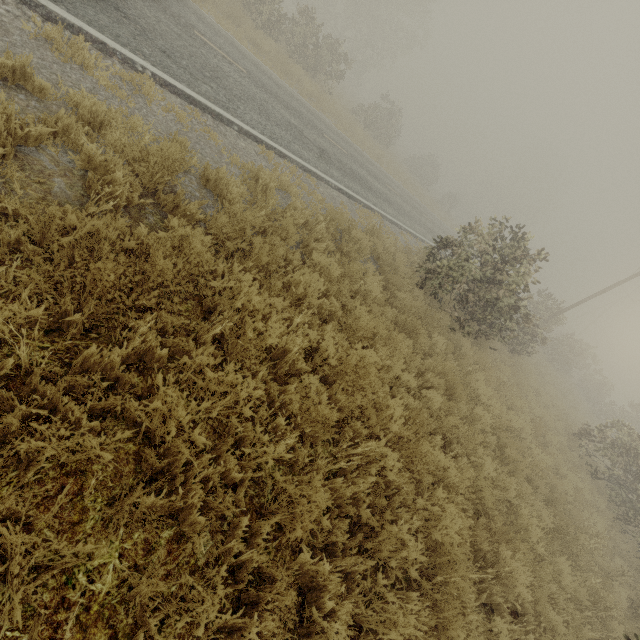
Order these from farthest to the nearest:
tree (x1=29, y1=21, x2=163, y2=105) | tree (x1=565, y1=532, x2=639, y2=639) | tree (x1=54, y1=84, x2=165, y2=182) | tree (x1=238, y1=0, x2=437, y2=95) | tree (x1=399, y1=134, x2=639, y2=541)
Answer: tree (x1=238, y1=0, x2=437, y2=95) → tree (x1=399, y1=134, x2=639, y2=541) → tree (x1=565, y1=532, x2=639, y2=639) → tree (x1=29, y1=21, x2=163, y2=105) → tree (x1=54, y1=84, x2=165, y2=182)

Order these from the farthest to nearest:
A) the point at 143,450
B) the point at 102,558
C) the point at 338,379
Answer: the point at 338,379 → the point at 143,450 → the point at 102,558

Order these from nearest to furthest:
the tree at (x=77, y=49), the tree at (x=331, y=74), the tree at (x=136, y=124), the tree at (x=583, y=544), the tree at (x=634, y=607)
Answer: the tree at (x=136, y=124), the tree at (x=77, y=49), the tree at (x=634, y=607), the tree at (x=583, y=544), the tree at (x=331, y=74)

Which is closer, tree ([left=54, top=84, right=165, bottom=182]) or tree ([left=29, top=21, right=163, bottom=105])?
tree ([left=54, top=84, right=165, bottom=182])

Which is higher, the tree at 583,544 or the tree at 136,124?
the tree at 583,544

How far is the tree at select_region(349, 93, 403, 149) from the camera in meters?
26.6 m
